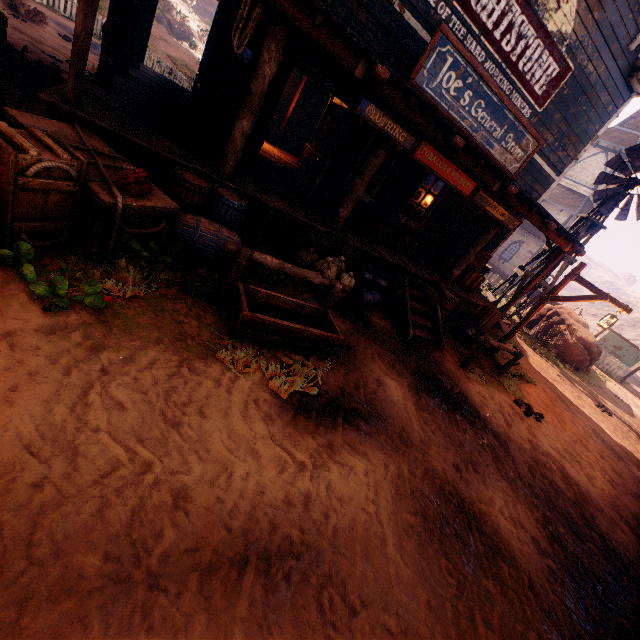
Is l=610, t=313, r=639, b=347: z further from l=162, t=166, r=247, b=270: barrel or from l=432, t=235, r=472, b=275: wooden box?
l=432, t=235, r=472, b=275: wooden box

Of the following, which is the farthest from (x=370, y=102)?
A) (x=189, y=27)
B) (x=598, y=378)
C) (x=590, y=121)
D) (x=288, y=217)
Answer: (x=189, y=27)

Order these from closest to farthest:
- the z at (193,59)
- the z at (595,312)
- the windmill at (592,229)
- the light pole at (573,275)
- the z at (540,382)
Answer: the z at (540,382), the light pole at (573,275), the windmill at (592,229), the z at (193,59), the z at (595,312)

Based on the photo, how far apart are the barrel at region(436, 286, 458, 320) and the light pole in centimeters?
241cm

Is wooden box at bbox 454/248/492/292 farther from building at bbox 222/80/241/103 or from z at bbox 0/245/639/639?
z at bbox 0/245/639/639

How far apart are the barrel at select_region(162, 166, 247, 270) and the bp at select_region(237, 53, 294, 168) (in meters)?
1.14

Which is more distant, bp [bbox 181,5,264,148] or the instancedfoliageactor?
the instancedfoliageactor

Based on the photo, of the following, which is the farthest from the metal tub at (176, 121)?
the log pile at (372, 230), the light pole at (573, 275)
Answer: the light pole at (573, 275)
